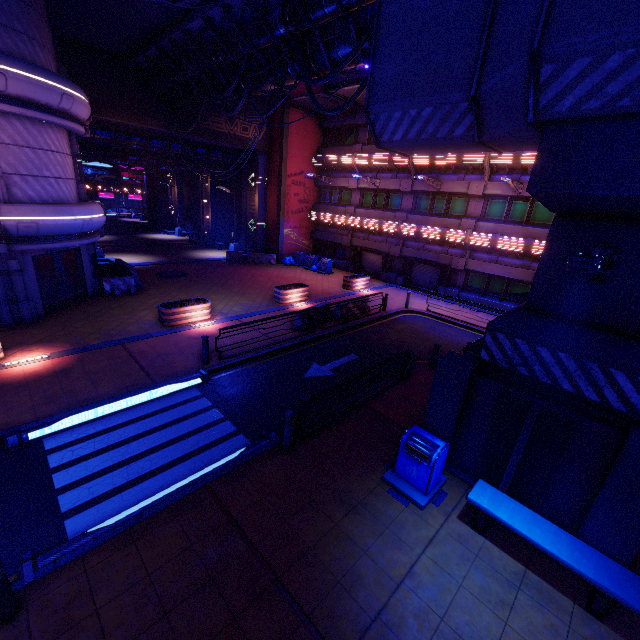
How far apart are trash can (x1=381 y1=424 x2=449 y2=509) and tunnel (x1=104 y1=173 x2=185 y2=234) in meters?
42.2

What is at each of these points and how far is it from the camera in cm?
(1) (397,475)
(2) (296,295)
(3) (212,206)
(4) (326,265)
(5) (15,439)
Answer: (1) trash can, 725
(2) plant holder, 1881
(3) tunnel, 3441
(4) trash can, 2677
(5) floor crosswalk, 749

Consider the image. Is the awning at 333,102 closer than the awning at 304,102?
Yes

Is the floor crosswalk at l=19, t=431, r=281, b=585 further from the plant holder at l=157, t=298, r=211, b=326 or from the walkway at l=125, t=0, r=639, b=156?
the walkway at l=125, t=0, r=639, b=156

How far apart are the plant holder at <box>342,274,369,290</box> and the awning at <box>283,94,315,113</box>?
12.4 meters

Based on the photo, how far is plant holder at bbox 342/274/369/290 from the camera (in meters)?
22.38

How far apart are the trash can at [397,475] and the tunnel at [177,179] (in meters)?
42.24

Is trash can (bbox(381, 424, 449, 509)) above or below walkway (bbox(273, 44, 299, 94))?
below
